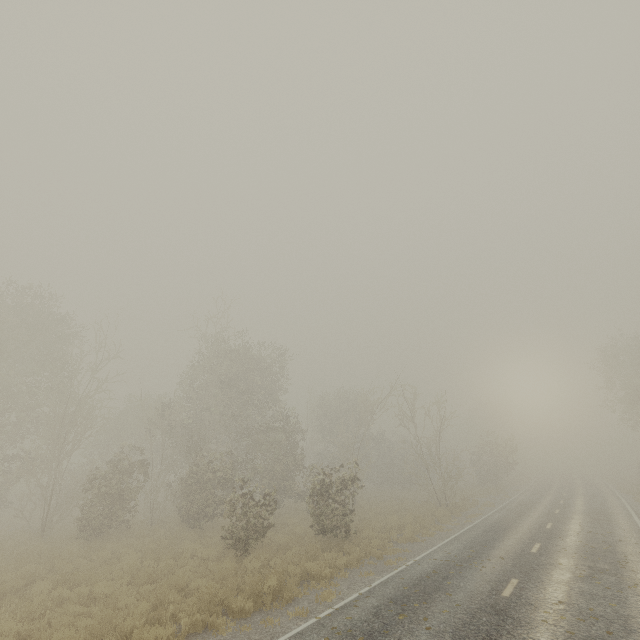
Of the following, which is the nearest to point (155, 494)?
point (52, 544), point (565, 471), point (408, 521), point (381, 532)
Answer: point (52, 544)

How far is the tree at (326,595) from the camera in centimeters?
934cm

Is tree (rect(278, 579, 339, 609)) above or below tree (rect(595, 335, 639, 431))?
below

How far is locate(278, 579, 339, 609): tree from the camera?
9.3m

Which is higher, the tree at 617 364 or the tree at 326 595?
the tree at 617 364

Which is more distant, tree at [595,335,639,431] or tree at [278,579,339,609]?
tree at [595,335,639,431]
